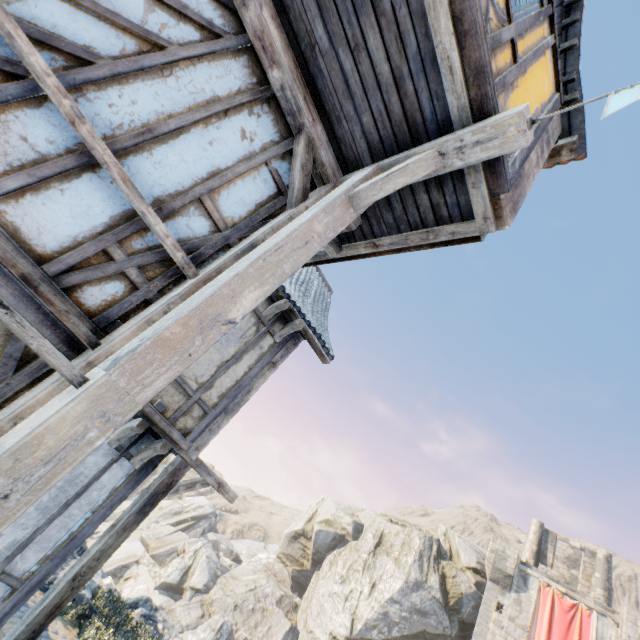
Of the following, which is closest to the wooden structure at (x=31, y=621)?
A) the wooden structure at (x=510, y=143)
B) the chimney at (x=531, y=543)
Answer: the wooden structure at (x=510, y=143)

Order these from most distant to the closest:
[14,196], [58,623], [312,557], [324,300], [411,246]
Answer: [312,557], [324,300], [58,623], [411,246], [14,196]

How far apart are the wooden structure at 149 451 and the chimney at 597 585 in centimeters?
3672cm

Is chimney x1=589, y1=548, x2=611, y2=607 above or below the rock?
above

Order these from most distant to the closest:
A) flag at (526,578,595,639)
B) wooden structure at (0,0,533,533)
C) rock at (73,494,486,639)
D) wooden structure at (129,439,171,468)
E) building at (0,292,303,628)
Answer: rock at (73,494,486,639) < flag at (526,578,595,639) < wooden structure at (129,439,171,468) < building at (0,292,303,628) < wooden structure at (0,0,533,533)

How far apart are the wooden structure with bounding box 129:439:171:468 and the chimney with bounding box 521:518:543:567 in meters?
35.9 m

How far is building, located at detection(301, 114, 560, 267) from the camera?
2.9 meters

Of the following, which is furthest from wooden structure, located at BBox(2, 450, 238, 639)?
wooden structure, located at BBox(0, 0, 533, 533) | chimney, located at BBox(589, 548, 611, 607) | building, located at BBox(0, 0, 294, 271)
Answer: chimney, located at BBox(589, 548, 611, 607)
